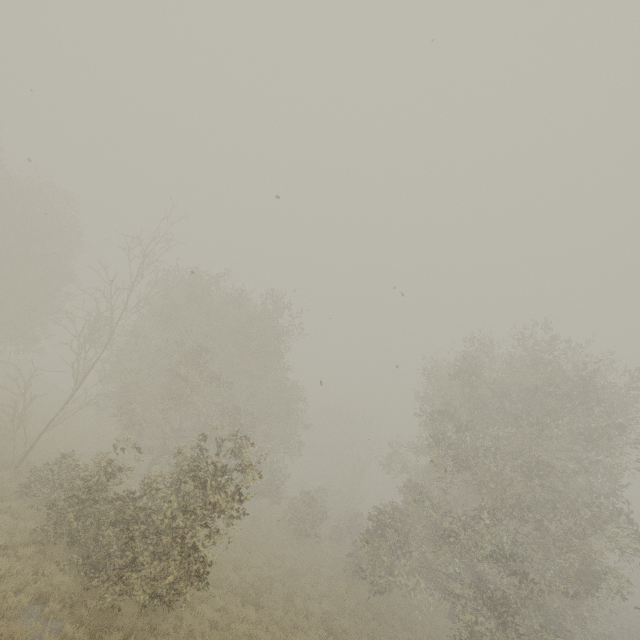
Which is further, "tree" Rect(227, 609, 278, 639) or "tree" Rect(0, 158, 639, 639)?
"tree" Rect(227, 609, 278, 639)

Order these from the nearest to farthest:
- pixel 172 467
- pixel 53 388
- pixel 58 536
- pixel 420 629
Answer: pixel 58 536, pixel 420 629, pixel 172 467, pixel 53 388

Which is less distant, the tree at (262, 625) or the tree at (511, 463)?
the tree at (511, 463)

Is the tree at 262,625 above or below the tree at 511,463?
below

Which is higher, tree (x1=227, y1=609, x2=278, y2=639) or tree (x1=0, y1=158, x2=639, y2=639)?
tree (x1=0, y1=158, x2=639, y2=639)
